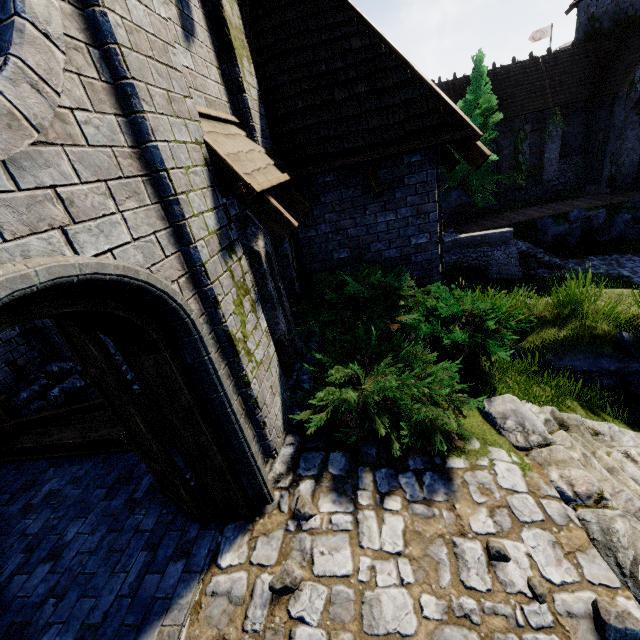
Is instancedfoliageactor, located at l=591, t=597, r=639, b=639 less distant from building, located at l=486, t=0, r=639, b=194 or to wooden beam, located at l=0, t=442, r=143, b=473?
wooden beam, located at l=0, t=442, r=143, b=473

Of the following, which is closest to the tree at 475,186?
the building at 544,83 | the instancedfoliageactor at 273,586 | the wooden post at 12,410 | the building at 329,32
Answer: the building at 544,83

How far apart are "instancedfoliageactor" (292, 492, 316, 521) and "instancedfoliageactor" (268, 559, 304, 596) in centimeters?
33cm

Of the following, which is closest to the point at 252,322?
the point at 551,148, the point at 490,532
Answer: the point at 490,532

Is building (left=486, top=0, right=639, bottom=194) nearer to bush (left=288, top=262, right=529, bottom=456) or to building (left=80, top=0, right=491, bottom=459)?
building (left=80, top=0, right=491, bottom=459)

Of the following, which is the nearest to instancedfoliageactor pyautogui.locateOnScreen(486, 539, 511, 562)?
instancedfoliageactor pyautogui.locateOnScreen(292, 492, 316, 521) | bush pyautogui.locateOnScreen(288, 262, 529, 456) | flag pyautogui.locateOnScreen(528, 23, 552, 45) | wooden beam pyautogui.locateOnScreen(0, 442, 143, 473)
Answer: bush pyautogui.locateOnScreen(288, 262, 529, 456)

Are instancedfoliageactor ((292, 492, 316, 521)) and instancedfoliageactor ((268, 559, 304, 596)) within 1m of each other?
yes

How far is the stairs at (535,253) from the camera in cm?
1767
